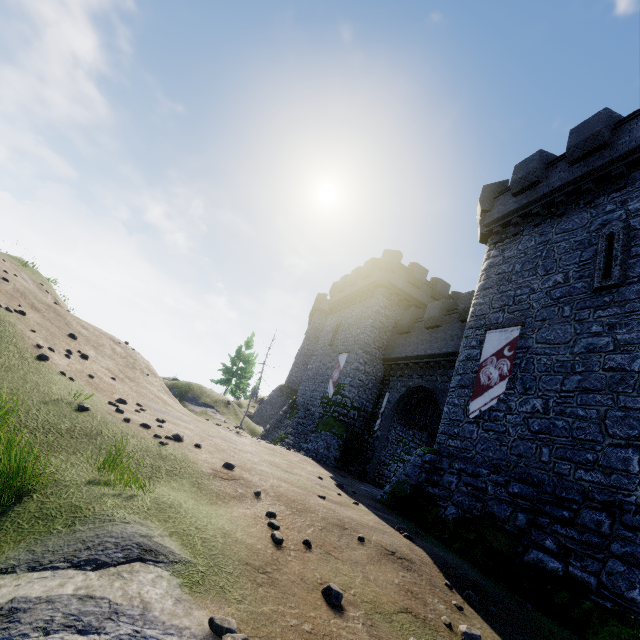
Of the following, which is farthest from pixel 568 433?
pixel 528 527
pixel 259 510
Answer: pixel 259 510

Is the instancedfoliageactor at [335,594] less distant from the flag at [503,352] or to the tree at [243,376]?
→ the flag at [503,352]

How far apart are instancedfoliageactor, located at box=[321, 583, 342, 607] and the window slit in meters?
11.6

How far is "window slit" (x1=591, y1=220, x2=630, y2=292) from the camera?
10.1 meters

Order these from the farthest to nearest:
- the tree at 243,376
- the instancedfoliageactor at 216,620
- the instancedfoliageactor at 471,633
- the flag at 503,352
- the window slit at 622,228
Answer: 1. the tree at 243,376
2. the flag at 503,352
3. the window slit at 622,228
4. the instancedfoliageactor at 471,633
5. the instancedfoliageactor at 216,620

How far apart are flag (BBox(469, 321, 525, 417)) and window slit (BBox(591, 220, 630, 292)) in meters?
2.3

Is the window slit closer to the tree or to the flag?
the flag

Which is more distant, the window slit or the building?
the window slit
